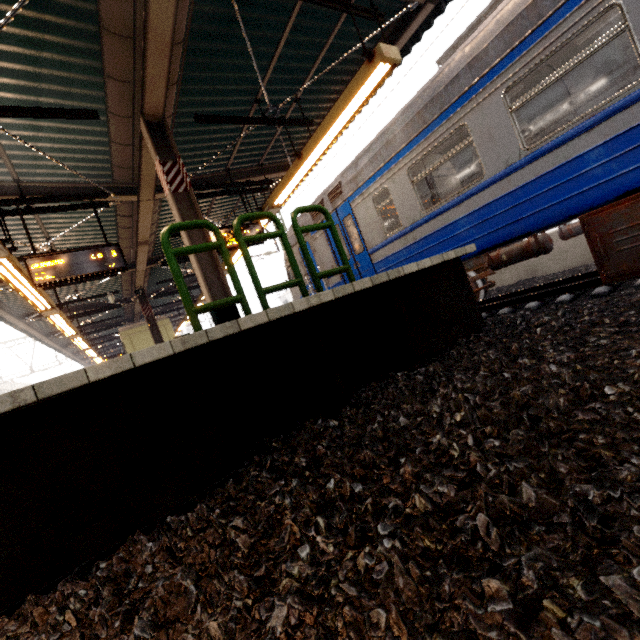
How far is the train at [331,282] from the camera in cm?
797

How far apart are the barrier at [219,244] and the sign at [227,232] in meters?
4.5 m

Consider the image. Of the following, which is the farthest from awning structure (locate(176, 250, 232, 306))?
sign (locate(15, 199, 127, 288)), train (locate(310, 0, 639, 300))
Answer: train (locate(310, 0, 639, 300))

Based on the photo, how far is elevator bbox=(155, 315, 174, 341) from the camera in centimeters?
1719cm

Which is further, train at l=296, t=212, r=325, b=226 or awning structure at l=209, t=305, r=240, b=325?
train at l=296, t=212, r=325, b=226

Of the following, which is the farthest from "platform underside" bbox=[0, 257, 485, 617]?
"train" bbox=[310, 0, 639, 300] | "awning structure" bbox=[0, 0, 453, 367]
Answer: Result: "awning structure" bbox=[0, 0, 453, 367]

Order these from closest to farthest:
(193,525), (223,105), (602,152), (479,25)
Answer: (193,525)
(602,152)
(479,25)
(223,105)

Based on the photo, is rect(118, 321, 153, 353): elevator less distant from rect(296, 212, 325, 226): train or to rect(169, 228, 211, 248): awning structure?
rect(169, 228, 211, 248): awning structure
